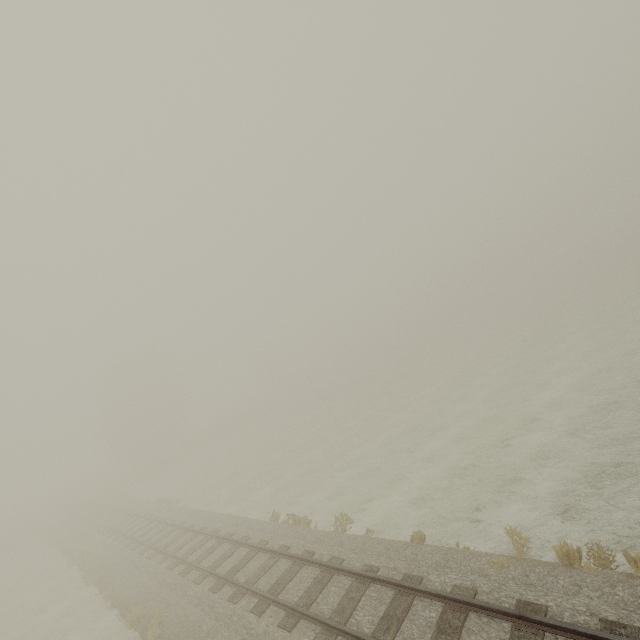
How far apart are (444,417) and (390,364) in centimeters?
3051cm
